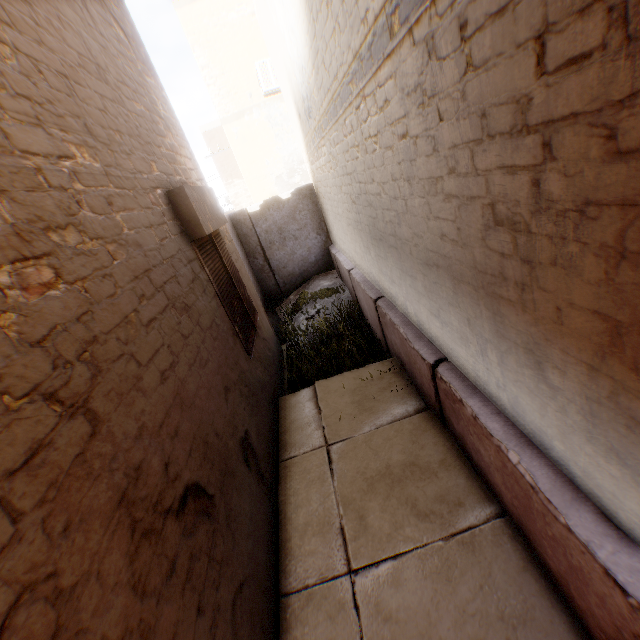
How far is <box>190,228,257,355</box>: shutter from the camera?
3.8 meters

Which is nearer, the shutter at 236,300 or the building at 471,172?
the building at 471,172

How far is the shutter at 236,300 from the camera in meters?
3.8 m

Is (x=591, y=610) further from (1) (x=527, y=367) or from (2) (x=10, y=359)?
(2) (x=10, y=359)

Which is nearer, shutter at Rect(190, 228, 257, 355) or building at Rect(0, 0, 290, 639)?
building at Rect(0, 0, 290, 639)
